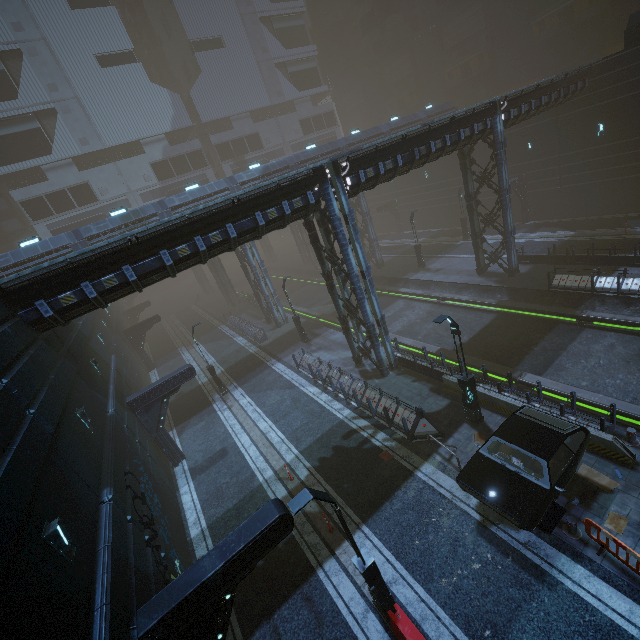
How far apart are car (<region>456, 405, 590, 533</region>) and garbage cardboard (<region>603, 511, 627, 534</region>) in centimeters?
140cm

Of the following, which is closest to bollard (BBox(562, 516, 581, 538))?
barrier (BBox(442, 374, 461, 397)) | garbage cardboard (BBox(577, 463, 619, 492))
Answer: garbage cardboard (BBox(577, 463, 619, 492))

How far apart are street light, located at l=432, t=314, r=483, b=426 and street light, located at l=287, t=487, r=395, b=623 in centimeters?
691cm

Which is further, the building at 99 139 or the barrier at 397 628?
the building at 99 139

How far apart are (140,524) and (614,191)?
39.5 meters

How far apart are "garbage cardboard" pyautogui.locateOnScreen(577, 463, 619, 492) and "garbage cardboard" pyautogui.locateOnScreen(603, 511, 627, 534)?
0.6 meters

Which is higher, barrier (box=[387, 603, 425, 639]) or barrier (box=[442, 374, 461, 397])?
barrier (box=[387, 603, 425, 639])

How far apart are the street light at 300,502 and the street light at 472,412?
6.91m
